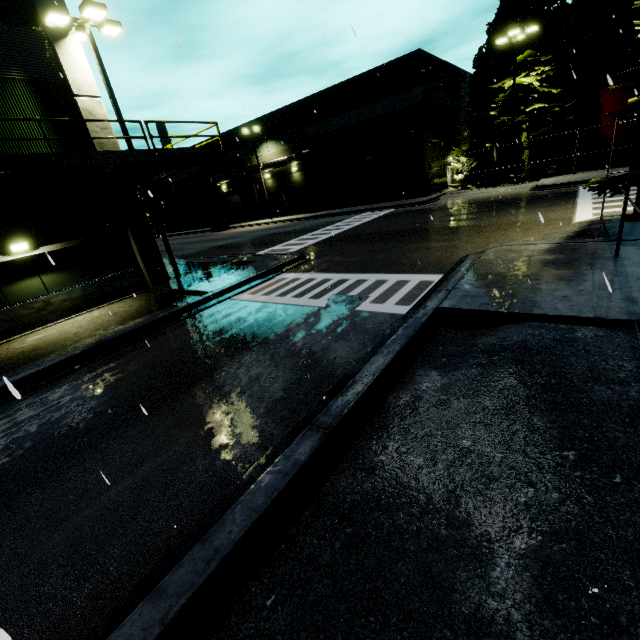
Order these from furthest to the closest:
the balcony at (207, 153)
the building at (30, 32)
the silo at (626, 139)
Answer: the silo at (626, 139)
the building at (30, 32)
the balcony at (207, 153)

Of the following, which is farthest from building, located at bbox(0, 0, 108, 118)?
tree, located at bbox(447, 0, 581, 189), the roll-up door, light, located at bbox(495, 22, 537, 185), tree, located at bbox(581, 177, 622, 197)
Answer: light, located at bbox(495, 22, 537, 185)

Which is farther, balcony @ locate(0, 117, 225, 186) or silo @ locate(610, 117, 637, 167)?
silo @ locate(610, 117, 637, 167)

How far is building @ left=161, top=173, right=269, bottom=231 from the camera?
41.3 meters

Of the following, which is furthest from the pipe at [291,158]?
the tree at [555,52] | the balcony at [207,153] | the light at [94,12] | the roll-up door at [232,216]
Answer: the light at [94,12]

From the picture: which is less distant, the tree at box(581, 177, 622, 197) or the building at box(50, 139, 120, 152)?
the tree at box(581, 177, 622, 197)

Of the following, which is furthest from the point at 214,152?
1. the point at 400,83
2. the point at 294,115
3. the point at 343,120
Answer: the point at 294,115

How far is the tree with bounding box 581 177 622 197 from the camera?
8.9 meters
